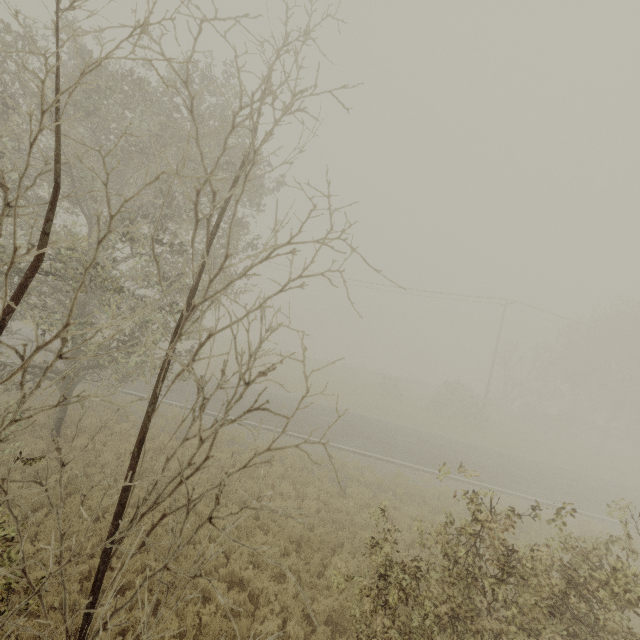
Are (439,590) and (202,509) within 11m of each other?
yes

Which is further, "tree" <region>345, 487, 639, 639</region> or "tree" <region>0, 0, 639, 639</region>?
"tree" <region>345, 487, 639, 639</region>

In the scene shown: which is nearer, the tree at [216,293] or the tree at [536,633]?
the tree at [216,293]
